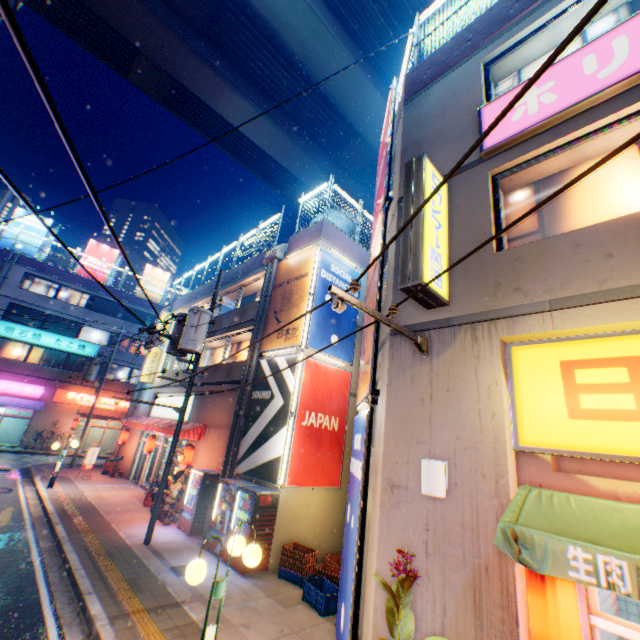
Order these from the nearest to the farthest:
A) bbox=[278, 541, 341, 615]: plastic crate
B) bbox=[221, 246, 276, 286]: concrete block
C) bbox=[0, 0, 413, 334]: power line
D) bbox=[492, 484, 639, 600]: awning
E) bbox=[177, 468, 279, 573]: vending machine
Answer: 1. bbox=[0, 0, 413, 334]: power line
2. bbox=[492, 484, 639, 600]: awning
3. bbox=[278, 541, 341, 615]: plastic crate
4. bbox=[177, 468, 279, 573]: vending machine
5. bbox=[221, 246, 276, 286]: concrete block

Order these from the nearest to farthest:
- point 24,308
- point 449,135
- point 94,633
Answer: point 94,633 → point 449,135 → point 24,308

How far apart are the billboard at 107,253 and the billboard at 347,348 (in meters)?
31.05

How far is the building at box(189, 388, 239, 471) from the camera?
13.52m

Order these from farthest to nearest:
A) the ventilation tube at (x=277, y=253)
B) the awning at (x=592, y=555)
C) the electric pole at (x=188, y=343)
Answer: the ventilation tube at (x=277, y=253) → the electric pole at (x=188, y=343) → the awning at (x=592, y=555)

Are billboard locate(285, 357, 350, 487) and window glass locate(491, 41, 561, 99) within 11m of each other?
yes

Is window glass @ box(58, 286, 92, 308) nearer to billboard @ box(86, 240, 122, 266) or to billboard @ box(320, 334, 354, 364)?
billboard @ box(86, 240, 122, 266)

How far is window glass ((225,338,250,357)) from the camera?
17.1m
